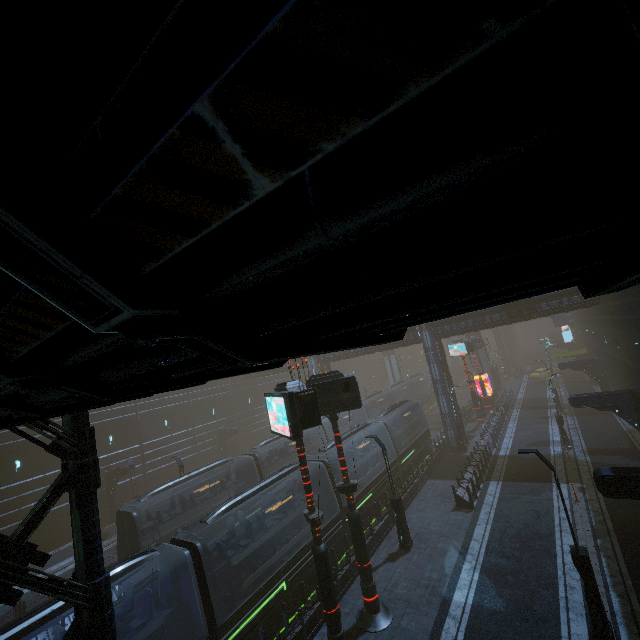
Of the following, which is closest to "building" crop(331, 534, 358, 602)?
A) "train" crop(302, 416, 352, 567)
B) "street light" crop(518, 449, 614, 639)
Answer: "train" crop(302, 416, 352, 567)

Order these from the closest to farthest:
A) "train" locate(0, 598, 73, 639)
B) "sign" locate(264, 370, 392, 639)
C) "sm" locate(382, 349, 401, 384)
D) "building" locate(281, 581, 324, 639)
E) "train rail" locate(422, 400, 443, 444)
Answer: "train" locate(0, 598, 73, 639), "sign" locate(264, 370, 392, 639), "building" locate(281, 581, 324, 639), "train rail" locate(422, 400, 443, 444), "sm" locate(382, 349, 401, 384)

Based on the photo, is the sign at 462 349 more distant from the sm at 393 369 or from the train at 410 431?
the train at 410 431

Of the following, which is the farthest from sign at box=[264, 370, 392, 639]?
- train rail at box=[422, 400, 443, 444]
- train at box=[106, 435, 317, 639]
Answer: train at box=[106, 435, 317, 639]

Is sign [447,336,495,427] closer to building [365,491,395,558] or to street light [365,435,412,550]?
building [365,491,395,558]

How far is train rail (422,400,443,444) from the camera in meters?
37.4 m

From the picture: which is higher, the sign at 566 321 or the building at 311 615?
the sign at 566 321

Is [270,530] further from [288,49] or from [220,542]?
[288,49]
